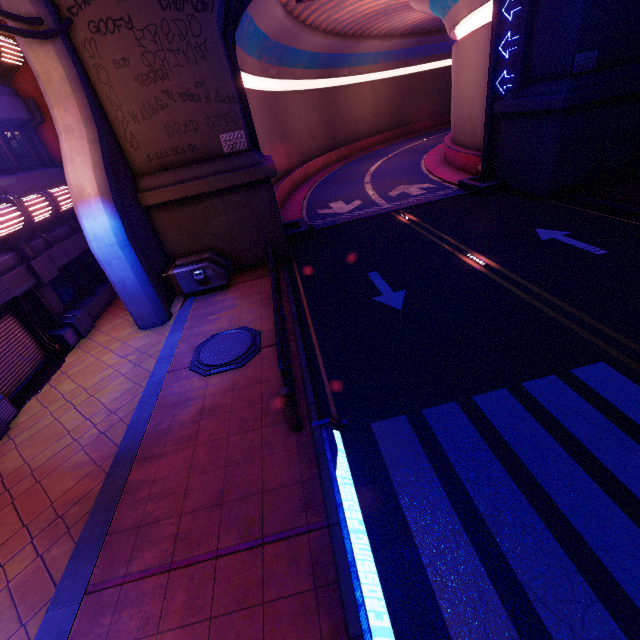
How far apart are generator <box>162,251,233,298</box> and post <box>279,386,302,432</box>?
7.8m

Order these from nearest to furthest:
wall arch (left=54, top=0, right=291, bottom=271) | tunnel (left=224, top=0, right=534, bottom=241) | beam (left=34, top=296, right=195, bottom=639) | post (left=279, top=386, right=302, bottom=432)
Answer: beam (left=34, top=296, right=195, bottom=639) → post (left=279, top=386, right=302, bottom=432) → wall arch (left=54, top=0, right=291, bottom=271) → tunnel (left=224, top=0, right=534, bottom=241)

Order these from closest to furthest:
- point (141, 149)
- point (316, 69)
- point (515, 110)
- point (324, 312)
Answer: point (324, 312), point (141, 149), point (515, 110), point (316, 69)

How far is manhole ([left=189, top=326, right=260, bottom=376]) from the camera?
8.5m

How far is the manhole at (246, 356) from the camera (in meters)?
8.52

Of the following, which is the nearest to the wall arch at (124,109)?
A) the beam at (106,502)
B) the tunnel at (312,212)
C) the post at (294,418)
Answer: the tunnel at (312,212)

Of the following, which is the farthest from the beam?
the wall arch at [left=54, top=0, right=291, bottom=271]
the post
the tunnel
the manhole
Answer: the tunnel

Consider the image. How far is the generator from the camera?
12.2m
